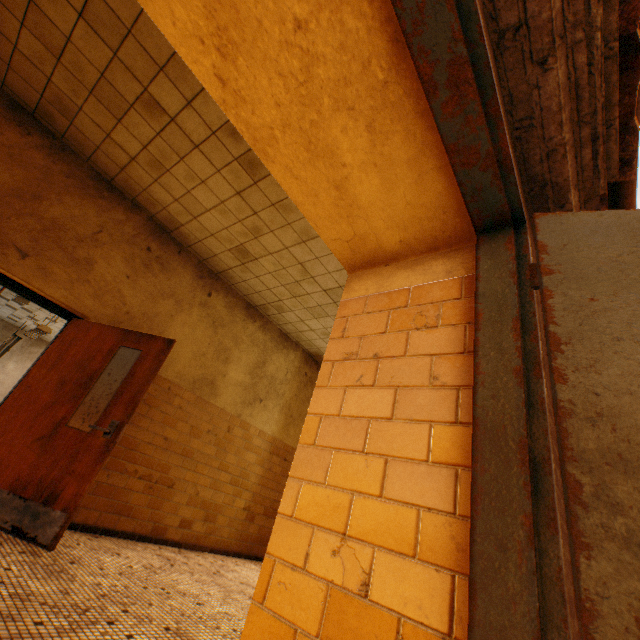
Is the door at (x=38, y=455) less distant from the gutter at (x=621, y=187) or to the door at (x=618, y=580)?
the door at (x=618, y=580)

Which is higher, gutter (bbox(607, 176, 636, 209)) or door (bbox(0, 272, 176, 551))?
gutter (bbox(607, 176, 636, 209))

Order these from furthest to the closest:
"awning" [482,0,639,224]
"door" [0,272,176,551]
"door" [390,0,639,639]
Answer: "door" [0,272,176,551] → "awning" [482,0,639,224] → "door" [390,0,639,639]

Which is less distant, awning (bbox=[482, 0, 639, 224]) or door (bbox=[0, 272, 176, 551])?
awning (bbox=[482, 0, 639, 224])

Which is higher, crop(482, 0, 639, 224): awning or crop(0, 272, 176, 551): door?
crop(482, 0, 639, 224): awning

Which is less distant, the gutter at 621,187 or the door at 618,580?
the door at 618,580

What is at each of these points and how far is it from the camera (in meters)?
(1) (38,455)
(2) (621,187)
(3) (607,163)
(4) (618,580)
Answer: (1) door, 3.16
(2) gutter, 3.23
(3) awning, 2.03
(4) door, 0.70

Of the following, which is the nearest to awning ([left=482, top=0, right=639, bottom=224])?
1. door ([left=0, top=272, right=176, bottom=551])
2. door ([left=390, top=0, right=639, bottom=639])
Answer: door ([left=390, top=0, right=639, bottom=639])
